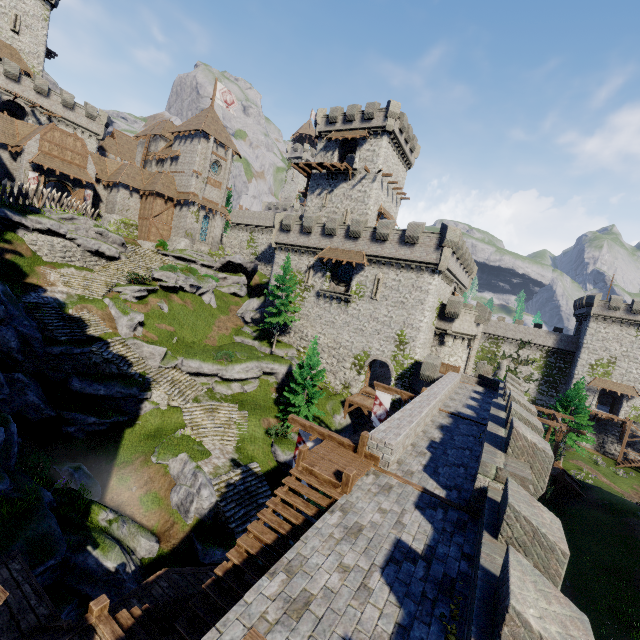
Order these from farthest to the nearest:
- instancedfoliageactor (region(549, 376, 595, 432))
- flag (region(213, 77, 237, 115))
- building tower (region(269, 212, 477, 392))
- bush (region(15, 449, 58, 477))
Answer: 1. flag (region(213, 77, 237, 115))
2. instancedfoliageactor (region(549, 376, 595, 432))
3. building tower (region(269, 212, 477, 392))
4. bush (region(15, 449, 58, 477))

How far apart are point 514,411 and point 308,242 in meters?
28.4

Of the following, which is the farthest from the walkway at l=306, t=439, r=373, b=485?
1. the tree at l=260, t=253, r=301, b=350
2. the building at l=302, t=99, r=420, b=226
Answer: the building at l=302, t=99, r=420, b=226

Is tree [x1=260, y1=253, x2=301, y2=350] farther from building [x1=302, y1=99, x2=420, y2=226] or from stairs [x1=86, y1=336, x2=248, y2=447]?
stairs [x1=86, y1=336, x2=248, y2=447]

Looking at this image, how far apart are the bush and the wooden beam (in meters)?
12.34

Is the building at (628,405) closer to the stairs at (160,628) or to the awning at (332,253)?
the awning at (332,253)

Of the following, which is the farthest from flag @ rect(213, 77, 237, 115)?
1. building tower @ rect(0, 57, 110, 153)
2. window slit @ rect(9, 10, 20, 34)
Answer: window slit @ rect(9, 10, 20, 34)

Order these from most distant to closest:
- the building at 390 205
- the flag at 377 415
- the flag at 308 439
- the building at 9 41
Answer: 1. the building at 9 41
2. the building at 390 205
3. the flag at 377 415
4. the flag at 308 439
